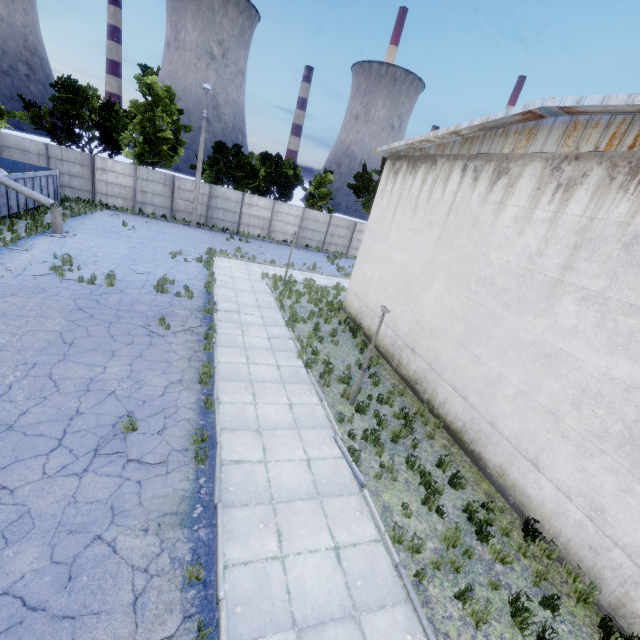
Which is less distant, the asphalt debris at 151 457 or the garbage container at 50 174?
the asphalt debris at 151 457

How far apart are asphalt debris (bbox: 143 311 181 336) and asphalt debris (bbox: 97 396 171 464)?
3.2m

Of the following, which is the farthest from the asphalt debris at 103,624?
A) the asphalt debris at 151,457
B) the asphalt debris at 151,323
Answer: the asphalt debris at 151,323

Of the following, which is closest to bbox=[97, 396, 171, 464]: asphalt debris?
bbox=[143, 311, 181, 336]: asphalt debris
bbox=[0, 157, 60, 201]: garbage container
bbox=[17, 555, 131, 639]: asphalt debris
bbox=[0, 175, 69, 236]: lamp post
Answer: bbox=[17, 555, 131, 639]: asphalt debris

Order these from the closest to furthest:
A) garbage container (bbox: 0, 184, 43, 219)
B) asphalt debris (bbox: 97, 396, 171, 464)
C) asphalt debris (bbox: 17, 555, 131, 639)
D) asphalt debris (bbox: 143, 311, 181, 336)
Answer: asphalt debris (bbox: 17, 555, 131, 639)
asphalt debris (bbox: 97, 396, 171, 464)
asphalt debris (bbox: 143, 311, 181, 336)
garbage container (bbox: 0, 184, 43, 219)

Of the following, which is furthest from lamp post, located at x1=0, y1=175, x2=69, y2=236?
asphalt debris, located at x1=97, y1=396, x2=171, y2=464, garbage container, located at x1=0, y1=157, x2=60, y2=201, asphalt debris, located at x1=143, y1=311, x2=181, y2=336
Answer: asphalt debris, located at x1=97, y1=396, x2=171, y2=464

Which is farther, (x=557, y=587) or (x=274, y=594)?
(x=557, y=587)

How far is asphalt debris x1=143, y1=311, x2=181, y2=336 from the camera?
10.9 meters
